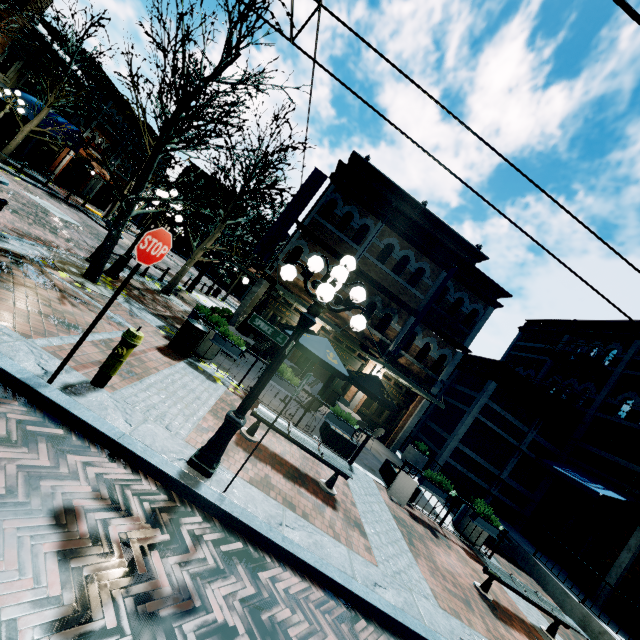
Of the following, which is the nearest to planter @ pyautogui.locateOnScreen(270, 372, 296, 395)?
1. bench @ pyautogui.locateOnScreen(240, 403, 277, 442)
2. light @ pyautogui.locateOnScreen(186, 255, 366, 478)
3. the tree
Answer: bench @ pyautogui.locateOnScreen(240, 403, 277, 442)

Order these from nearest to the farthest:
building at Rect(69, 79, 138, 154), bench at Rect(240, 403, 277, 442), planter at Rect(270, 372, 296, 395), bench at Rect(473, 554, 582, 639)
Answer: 1. bench at Rect(240, 403, 277, 442)
2. bench at Rect(473, 554, 582, 639)
3. planter at Rect(270, 372, 296, 395)
4. building at Rect(69, 79, 138, 154)

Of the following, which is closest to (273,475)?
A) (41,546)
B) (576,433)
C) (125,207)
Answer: (41,546)

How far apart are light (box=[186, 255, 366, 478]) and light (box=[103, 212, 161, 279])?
Answer: 7.9 meters

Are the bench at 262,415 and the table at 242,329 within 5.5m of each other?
yes

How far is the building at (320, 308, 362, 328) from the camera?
15.3 meters

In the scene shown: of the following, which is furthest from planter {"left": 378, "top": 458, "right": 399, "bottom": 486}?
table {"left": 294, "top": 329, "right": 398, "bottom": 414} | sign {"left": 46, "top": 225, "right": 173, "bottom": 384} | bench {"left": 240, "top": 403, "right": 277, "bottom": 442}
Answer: sign {"left": 46, "top": 225, "right": 173, "bottom": 384}

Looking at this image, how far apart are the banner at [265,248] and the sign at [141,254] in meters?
10.8 m
